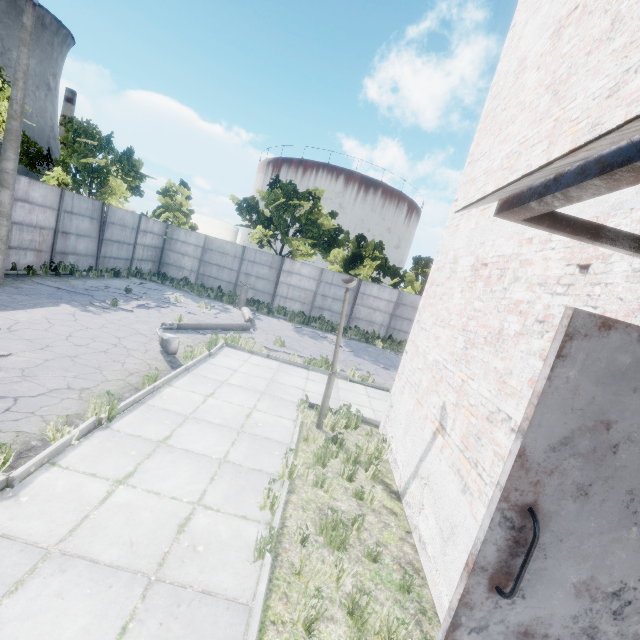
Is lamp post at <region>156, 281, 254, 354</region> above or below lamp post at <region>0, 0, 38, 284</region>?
below

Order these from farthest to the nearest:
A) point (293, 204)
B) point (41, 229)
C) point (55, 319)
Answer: point (293, 204) → point (41, 229) → point (55, 319)

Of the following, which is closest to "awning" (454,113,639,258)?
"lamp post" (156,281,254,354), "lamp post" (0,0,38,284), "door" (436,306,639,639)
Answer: "door" (436,306,639,639)

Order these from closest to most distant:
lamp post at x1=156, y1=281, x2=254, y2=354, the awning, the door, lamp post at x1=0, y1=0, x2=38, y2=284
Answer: the awning → the door → lamp post at x1=156, y1=281, x2=254, y2=354 → lamp post at x1=0, y1=0, x2=38, y2=284

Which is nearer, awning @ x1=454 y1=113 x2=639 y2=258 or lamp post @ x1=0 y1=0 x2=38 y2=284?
awning @ x1=454 y1=113 x2=639 y2=258

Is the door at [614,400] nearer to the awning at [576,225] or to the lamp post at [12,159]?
the awning at [576,225]

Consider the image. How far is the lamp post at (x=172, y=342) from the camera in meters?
8.5

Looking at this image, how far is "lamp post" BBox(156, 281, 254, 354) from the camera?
8.47m
